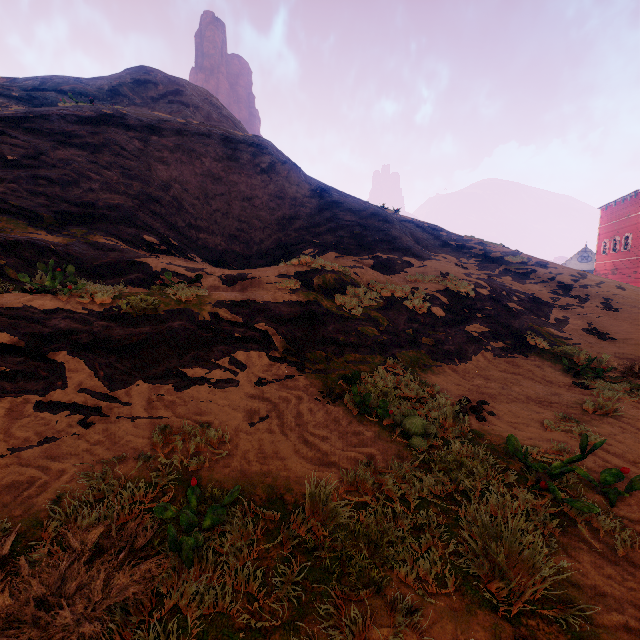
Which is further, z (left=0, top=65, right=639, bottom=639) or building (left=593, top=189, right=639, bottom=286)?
building (left=593, top=189, right=639, bottom=286)

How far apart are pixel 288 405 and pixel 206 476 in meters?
1.5 m

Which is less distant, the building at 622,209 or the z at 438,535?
the z at 438,535
